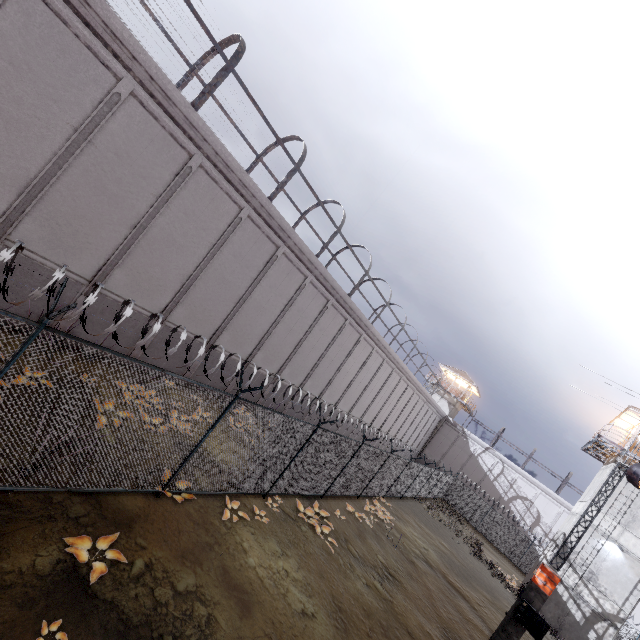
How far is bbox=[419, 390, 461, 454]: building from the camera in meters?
45.1 m

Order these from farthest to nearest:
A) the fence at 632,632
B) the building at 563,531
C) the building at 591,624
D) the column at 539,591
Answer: the fence at 632,632, the building at 563,531, the building at 591,624, the column at 539,591

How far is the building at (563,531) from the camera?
20.6 meters

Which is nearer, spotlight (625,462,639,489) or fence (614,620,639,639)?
spotlight (625,462,639,489)

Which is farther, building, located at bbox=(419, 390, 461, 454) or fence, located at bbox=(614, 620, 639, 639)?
building, located at bbox=(419, 390, 461, 454)

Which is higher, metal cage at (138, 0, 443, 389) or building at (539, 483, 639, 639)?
metal cage at (138, 0, 443, 389)

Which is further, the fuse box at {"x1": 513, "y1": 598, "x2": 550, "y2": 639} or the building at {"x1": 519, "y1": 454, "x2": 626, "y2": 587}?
the building at {"x1": 519, "y1": 454, "x2": 626, "y2": 587}

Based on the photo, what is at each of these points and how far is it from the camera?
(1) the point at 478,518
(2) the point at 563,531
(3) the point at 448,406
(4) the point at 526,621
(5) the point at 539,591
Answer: (1) fence, 32.7m
(2) building, 21.9m
(3) building, 45.6m
(4) fuse box, 12.1m
(5) column, 12.3m
